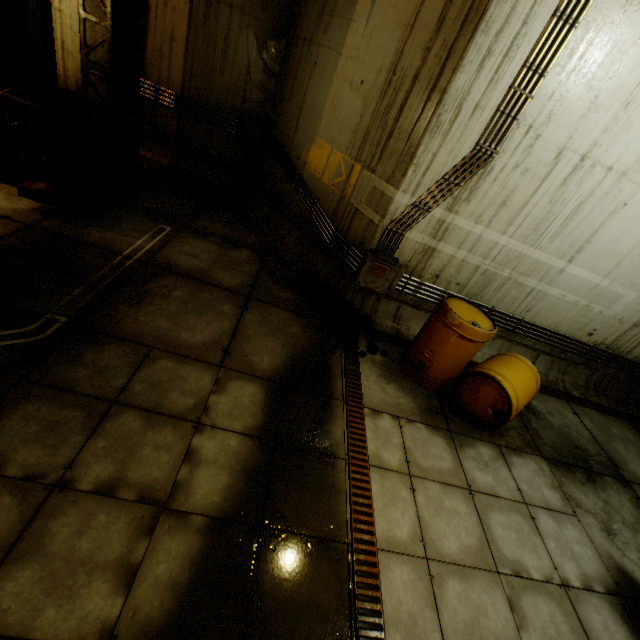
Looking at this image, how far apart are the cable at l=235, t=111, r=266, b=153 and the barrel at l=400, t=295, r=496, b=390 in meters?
5.4 m

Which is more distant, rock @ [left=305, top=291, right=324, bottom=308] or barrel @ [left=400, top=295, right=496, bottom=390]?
rock @ [left=305, top=291, right=324, bottom=308]

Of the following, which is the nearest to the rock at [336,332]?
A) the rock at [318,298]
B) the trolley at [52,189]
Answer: the rock at [318,298]

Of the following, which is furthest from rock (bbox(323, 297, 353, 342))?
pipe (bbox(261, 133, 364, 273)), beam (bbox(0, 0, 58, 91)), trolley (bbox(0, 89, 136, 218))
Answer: beam (bbox(0, 0, 58, 91))

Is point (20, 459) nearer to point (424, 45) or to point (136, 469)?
point (136, 469)

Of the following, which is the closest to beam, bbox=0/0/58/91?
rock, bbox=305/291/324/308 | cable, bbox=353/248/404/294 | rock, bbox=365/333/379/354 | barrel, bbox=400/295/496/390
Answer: rock, bbox=305/291/324/308

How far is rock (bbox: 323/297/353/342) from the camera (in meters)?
4.80

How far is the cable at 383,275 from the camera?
4.9 meters
